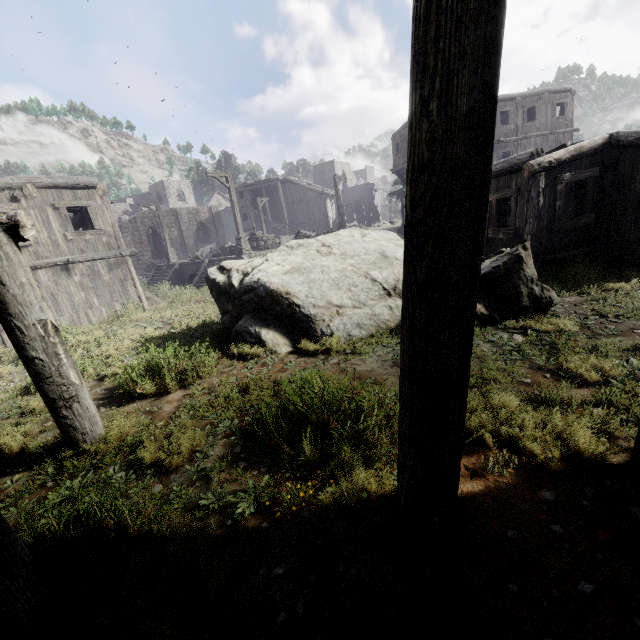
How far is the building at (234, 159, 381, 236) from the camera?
41.5 meters

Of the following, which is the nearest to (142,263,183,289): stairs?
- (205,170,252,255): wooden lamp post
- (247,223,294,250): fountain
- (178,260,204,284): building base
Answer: (178,260,204,284): building base

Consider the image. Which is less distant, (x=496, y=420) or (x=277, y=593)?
(x=277, y=593)

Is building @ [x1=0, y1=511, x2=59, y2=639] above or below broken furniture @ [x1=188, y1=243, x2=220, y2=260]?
below

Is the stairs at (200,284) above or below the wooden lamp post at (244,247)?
below

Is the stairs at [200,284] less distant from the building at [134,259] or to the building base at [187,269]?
the building base at [187,269]

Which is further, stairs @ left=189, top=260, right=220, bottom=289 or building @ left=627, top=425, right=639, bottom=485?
stairs @ left=189, top=260, right=220, bottom=289

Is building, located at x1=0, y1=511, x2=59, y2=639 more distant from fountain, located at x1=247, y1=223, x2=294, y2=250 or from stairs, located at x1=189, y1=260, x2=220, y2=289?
fountain, located at x1=247, y1=223, x2=294, y2=250
